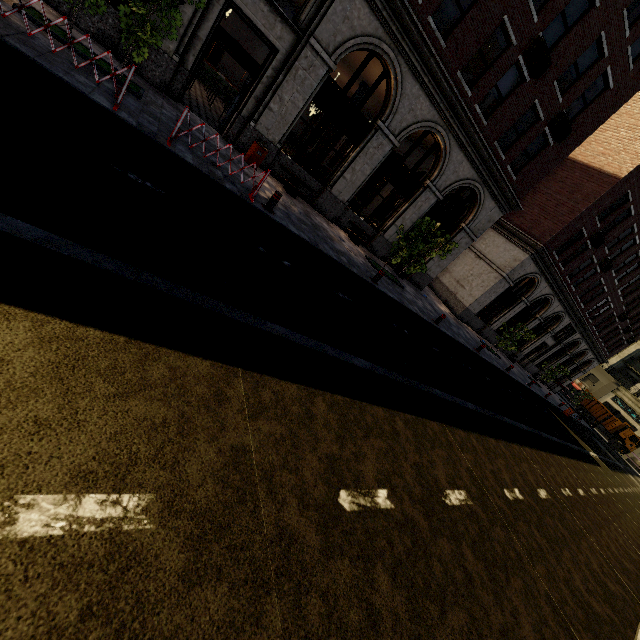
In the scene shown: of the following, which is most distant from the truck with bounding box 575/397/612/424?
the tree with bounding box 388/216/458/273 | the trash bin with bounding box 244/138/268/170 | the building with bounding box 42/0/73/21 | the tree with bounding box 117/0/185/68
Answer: the trash bin with bounding box 244/138/268/170

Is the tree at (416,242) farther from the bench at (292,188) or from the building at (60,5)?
the bench at (292,188)

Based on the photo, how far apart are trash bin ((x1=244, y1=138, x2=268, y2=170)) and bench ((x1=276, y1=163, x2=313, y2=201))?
0.8 meters

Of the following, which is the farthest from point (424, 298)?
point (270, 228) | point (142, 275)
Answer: point (142, 275)

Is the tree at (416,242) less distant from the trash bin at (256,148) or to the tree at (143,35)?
the trash bin at (256,148)

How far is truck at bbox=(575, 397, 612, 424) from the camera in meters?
42.7 m

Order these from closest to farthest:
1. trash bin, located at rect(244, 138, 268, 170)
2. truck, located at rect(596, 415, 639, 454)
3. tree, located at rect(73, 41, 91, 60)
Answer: tree, located at rect(73, 41, 91, 60) → trash bin, located at rect(244, 138, 268, 170) → truck, located at rect(596, 415, 639, 454)

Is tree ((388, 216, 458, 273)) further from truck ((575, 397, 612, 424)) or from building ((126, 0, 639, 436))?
truck ((575, 397, 612, 424))
